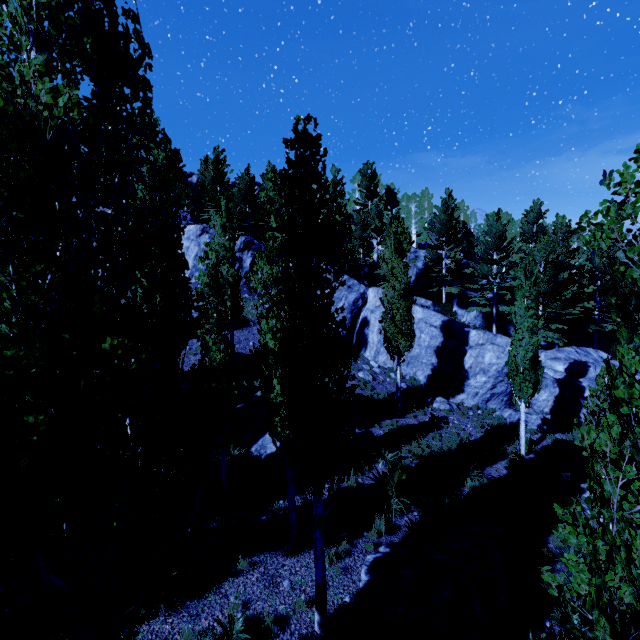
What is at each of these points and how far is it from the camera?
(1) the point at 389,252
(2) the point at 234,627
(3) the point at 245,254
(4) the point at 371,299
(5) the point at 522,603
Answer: (1) instancedfoliageactor, 17.7 meters
(2) instancedfoliageactor, 6.6 meters
(3) rock, 28.2 meters
(4) rock, 26.1 meters
(5) rock, 8.5 meters

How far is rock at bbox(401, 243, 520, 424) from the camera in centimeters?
2006cm

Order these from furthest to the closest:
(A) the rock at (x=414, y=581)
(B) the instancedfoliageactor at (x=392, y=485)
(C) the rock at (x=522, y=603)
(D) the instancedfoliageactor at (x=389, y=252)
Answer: (B) the instancedfoliageactor at (x=392, y=485)
(C) the rock at (x=522, y=603)
(A) the rock at (x=414, y=581)
(D) the instancedfoliageactor at (x=389, y=252)

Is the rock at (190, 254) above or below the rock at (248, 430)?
above

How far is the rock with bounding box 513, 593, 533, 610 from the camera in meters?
8.5 m

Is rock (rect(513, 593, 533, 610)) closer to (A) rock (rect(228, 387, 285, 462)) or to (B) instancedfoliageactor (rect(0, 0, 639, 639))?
(B) instancedfoliageactor (rect(0, 0, 639, 639))

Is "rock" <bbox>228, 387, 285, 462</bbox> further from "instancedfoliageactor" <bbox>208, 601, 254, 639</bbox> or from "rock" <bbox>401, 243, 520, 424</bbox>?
"rock" <bbox>401, 243, 520, 424</bbox>

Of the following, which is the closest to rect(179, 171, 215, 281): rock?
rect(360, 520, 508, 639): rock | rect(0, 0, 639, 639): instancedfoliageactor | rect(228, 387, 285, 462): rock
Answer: rect(0, 0, 639, 639): instancedfoliageactor
